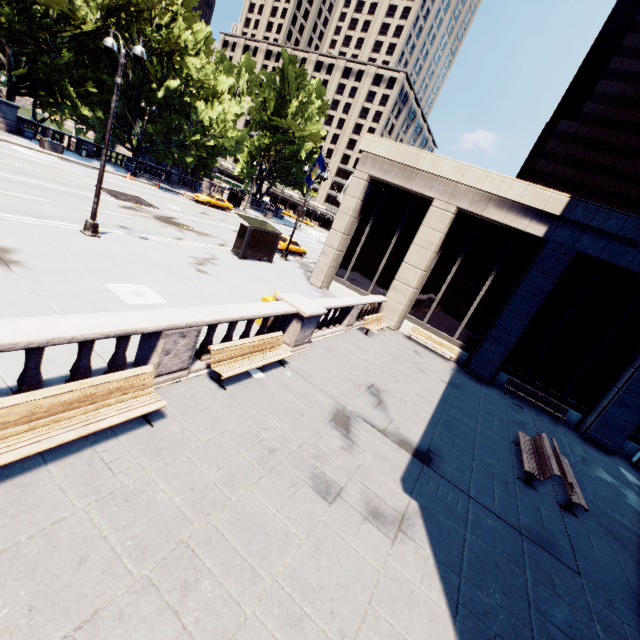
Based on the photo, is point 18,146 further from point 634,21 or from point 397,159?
point 634,21

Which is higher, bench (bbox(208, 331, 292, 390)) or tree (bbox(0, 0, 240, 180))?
tree (bbox(0, 0, 240, 180))

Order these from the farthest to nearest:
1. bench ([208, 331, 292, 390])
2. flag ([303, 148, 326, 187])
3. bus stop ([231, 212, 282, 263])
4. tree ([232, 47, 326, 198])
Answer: tree ([232, 47, 326, 198]) < flag ([303, 148, 326, 187]) < bus stop ([231, 212, 282, 263]) < bench ([208, 331, 292, 390])

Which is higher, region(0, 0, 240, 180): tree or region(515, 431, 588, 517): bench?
region(0, 0, 240, 180): tree

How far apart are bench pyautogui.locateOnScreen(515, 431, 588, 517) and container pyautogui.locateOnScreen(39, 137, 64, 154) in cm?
3994

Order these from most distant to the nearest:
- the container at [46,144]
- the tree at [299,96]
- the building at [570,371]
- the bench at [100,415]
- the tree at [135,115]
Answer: the tree at [299,96]
the container at [46,144]
the tree at [135,115]
the building at [570,371]
the bench at [100,415]

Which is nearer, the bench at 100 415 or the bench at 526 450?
the bench at 100 415

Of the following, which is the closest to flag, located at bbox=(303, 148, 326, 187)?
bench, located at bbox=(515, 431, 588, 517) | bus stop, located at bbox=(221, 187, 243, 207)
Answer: bench, located at bbox=(515, 431, 588, 517)
